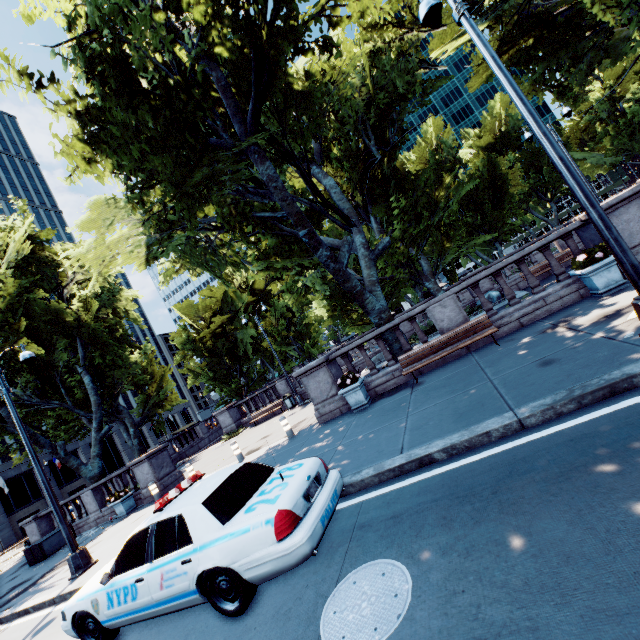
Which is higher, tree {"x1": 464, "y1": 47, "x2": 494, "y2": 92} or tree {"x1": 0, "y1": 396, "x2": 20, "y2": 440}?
tree {"x1": 464, "y1": 47, "x2": 494, "y2": 92}

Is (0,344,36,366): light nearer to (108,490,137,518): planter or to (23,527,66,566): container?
(108,490,137,518): planter

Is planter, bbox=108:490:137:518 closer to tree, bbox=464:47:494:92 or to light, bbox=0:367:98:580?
tree, bbox=464:47:494:92

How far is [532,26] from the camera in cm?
1916

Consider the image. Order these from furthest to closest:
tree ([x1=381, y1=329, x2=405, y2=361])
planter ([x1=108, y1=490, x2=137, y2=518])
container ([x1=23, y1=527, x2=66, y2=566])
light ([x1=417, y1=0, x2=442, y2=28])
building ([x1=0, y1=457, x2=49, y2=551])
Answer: building ([x1=0, y1=457, x2=49, y2=551])
container ([x1=23, y1=527, x2=66, y2=566])
planter ([x1=108, y1=490, x2=137, y2=518])
tree ([x1=381, y1=329, x2=405, y2=361])
light ([x1=417, y1=0, x2=442, y2=28])

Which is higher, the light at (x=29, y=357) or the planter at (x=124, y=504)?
the light at (x=29, y=357)

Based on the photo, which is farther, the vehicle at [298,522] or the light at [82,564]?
the light at [82,564]

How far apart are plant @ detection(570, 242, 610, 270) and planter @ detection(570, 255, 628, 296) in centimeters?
4cm
